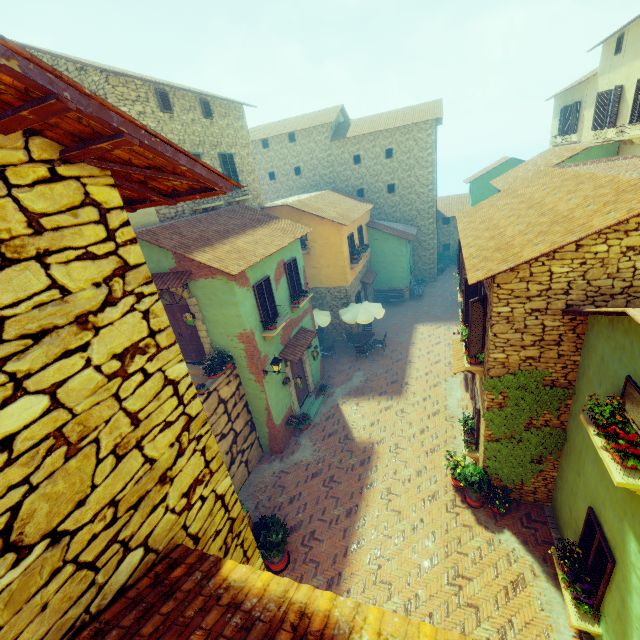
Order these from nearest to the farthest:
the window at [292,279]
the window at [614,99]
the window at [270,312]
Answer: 1. the window at [270,312]
2. the window at [292,279]
3. the window at [614,99]

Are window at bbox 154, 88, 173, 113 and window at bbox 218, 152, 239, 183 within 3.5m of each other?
yes

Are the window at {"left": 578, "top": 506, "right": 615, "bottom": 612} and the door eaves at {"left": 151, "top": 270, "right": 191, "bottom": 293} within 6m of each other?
no

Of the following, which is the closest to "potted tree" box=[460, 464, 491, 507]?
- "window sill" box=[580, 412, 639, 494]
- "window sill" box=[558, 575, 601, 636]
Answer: "window sill" box=[558, 575, 601, 636]

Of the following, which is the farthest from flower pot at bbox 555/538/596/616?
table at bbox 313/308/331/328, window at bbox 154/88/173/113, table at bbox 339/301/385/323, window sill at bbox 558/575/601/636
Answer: window at bbox 154/88/173/113

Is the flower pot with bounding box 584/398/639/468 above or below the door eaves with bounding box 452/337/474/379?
above

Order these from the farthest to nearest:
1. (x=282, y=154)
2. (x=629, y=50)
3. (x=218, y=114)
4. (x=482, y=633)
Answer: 1. (x=282, y=154)
2. (x=218, y=114)
3. (x=629, y=50)
4. (x=482, y=633)

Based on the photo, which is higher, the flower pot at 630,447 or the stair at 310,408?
the flower pot at 630,447
